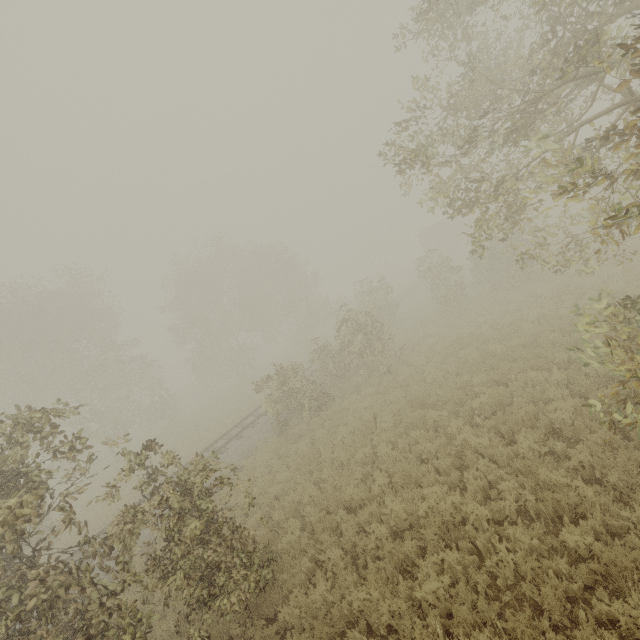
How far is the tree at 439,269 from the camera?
19.4 meters

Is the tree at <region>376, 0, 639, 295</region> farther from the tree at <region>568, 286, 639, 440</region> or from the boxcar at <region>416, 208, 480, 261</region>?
the tree at <region>568, 286, 639, 440</region>

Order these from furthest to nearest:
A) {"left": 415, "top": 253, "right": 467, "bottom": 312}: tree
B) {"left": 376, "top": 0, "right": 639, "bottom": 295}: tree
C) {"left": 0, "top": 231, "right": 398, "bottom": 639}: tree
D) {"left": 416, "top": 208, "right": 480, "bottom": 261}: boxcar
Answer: {"left": 416, "top": 208, "right": 480, "bottom": 261}: boxcar
{"left": 415, "top": 253, "right": 467, "bottom": 312}: tree
{"left": 0, "top": 231, "right": 398, "bottom": 639}: tree
{"left": 376, "top": 0, "right": 639, "bottom": 295}: tree

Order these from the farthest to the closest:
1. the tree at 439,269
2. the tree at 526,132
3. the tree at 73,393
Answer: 1. the tree at 439,269
2. the tree at 73,393
3. the tree at 526,132

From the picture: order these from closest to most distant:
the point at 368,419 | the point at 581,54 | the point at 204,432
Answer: the point at 581,54 < the point at 368,419 < the point at 204,432

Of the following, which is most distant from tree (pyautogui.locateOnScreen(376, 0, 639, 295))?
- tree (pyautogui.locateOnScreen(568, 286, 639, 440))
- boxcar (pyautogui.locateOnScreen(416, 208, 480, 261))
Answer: tree (pyautogui.locateOnScreen(568, 286, 639, 440))
